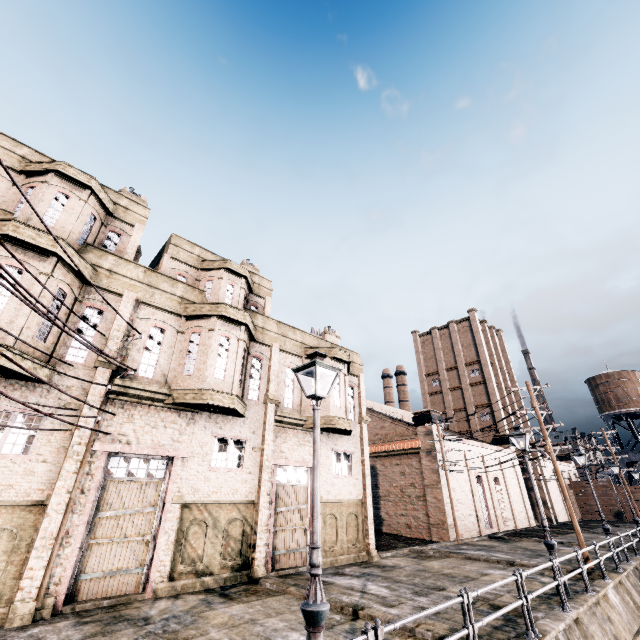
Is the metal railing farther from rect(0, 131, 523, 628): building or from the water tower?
the water tower

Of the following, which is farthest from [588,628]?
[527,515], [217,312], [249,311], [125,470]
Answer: [527,515]

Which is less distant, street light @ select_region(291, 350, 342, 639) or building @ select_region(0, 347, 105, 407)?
street light @ select_region(291, 350, 342, 639)

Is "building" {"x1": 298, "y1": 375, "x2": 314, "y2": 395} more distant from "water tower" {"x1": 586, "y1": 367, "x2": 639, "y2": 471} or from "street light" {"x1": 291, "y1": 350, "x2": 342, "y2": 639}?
"street light" {"x1": 291, "y1": 350, "x2": 342, "y2": 639}

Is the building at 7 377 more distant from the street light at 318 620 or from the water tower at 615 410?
the street light at 318 620

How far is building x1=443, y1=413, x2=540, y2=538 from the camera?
29.06m

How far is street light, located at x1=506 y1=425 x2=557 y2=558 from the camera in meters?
12.1

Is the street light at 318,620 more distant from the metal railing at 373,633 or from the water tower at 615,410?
the water tower at 615,410
